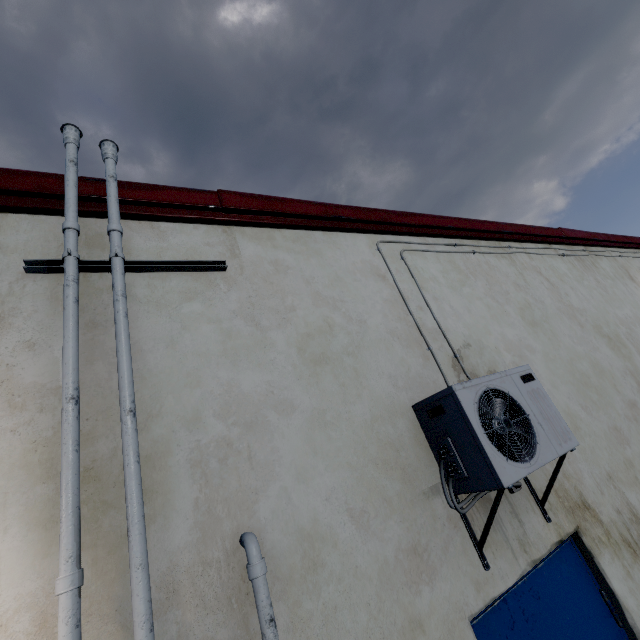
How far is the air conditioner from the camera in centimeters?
167cm

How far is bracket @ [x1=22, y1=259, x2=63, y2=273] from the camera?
1.60m

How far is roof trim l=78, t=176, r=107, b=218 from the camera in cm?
188

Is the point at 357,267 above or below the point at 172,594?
above

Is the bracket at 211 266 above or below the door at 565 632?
above

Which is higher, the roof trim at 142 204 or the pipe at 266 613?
the roof trim at 142 204

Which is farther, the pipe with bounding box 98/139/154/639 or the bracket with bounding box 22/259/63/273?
the bracket with bounding box 22/259/63/273

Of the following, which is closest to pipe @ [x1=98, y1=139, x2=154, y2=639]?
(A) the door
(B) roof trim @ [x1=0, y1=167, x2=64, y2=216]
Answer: (B) roof trim @ [x1=0, y1=167, x2=64, y2=216]
